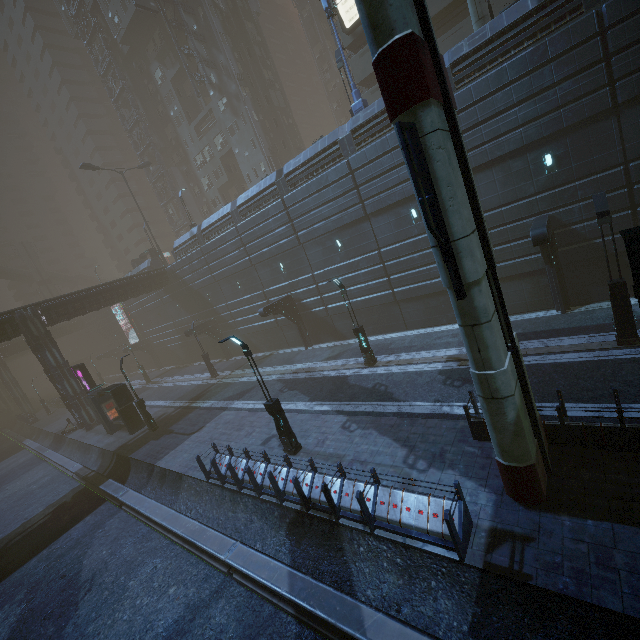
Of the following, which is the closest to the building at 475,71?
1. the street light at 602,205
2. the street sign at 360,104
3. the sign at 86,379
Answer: the sign at 86,379

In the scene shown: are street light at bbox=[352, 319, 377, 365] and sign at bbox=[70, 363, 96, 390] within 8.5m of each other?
no

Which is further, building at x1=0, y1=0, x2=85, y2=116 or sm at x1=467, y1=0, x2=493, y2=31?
building at x1=0, y1=0, x2=85, y2=116

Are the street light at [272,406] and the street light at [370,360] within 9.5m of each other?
yes

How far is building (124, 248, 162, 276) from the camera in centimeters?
3981cm

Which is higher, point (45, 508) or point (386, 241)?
point (386, 241)

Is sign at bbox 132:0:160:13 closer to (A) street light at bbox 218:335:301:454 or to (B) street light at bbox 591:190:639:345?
(A) street light at bbox 218:335:301:454

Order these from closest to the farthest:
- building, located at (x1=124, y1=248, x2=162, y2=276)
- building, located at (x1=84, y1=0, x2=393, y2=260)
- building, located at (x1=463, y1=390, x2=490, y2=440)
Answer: building, located at (x1=463, y1=390, x2=490, y2=440)
building, located at (x1=84, y1=0, x2=393, y2=260)
building, located at (x1=124, y1=248, x2=162, y2=276)
